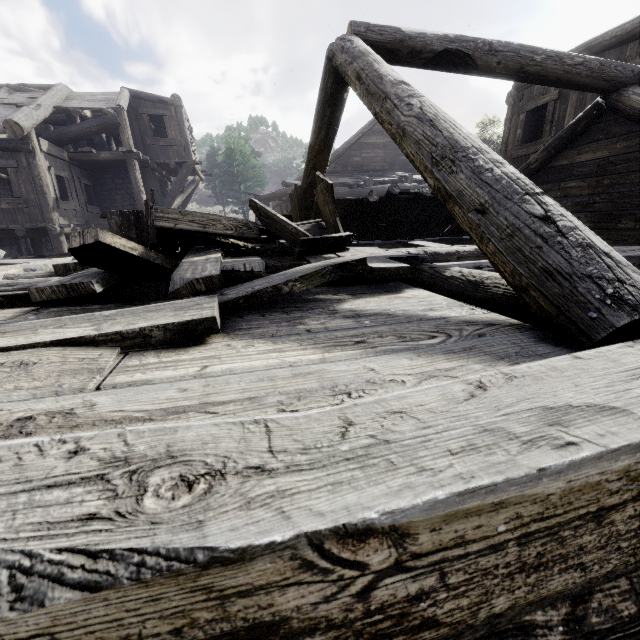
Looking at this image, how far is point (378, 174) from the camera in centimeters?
1856cm

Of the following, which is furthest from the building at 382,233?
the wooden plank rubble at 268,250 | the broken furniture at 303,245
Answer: the broken furniture at 303,245

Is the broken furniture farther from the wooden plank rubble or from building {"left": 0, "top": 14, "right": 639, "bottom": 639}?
building {"left": 0, "top": 14, "right": 639, "bottom": 639}

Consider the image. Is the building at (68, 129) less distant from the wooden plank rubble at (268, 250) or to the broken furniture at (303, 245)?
the wooden plank rubble at (268, 250)

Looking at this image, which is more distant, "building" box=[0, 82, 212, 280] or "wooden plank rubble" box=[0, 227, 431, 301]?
"building" box=[0, 82, 212, 280]

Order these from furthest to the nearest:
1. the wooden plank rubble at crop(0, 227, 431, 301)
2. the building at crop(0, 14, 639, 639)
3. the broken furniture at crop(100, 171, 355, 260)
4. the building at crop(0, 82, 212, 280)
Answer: the building at crop(0, 82, 212, 280) < the broken furniture at crop(100, 171, 355, 260) < the wooden plank rubble at crop(0, 227, 431, 301) < the building at crop(0, 14, 639, 639)

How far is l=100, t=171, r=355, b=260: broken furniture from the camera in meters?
→ 3.2 m
